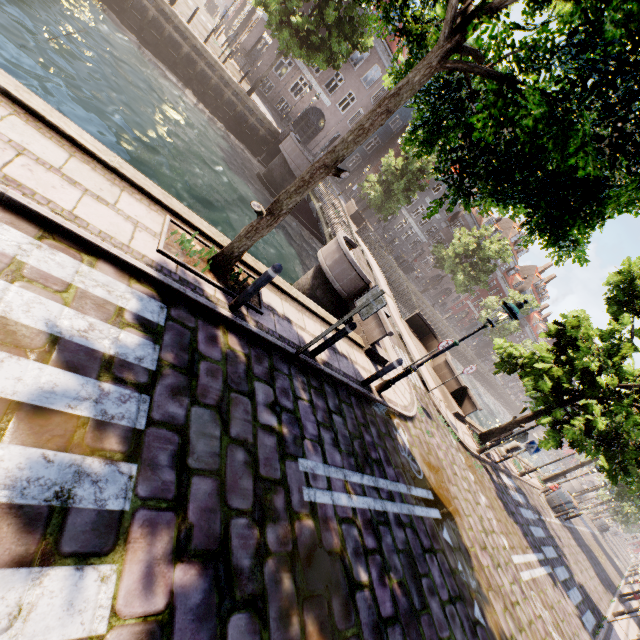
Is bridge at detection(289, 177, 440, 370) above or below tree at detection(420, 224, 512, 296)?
below

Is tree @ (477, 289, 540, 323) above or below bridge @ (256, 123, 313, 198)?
Result: above

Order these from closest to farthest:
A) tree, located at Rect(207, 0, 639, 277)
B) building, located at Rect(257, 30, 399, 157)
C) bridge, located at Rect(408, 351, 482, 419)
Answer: tree, located at Rect(207, 0, 639, 277), bridge, located at Rect(408, 351, 482, 419), building, located at Rect(257, 30, 399, 157)

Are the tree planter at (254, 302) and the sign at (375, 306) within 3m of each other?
yes

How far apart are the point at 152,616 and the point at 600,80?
6.5 meters

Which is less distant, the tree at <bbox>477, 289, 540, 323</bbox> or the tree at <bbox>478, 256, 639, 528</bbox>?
the tree at <bbox>478, 256, 639, 528</bbox>

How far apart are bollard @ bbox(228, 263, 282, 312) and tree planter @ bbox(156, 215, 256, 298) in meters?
0.2 m

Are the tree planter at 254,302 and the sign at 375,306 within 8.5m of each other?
yes
